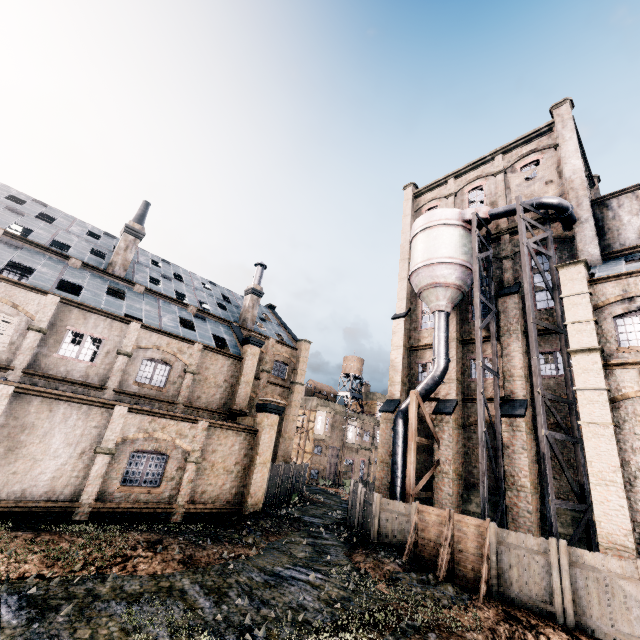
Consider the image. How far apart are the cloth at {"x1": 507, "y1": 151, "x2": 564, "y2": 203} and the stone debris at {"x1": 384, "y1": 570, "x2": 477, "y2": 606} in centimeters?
2476cm

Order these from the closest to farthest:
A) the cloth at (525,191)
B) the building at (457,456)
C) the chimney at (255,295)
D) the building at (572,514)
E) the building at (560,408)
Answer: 1. the building at (572,514)
2. the building at (560,408)
3. the building at (457,456)
4. the cloth at (525,191)
5. the chimney at (255,295)

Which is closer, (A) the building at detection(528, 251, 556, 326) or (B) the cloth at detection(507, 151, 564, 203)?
(A) the building at detection(528, 251, 556, 326)

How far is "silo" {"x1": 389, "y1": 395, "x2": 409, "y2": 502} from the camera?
21.44m

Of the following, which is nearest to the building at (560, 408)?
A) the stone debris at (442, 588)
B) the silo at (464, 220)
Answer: the silo at (464, 220)

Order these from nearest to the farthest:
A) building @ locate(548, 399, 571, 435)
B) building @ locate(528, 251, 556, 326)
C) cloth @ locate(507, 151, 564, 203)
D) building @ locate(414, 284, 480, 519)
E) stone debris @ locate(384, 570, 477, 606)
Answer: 1. stone debris @ locate(384, 570, 477, 606)
2. building @ locate(548, 399, 571, 435)
3. building @ locate(414, 284, 480, 519)
4. building @ locate(528, 251, 556, 326)
5. cloth @ locate(507, 151, 564, 203)

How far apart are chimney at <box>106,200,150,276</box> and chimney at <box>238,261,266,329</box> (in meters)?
10.80

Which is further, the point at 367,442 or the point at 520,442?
the point at 367,442
